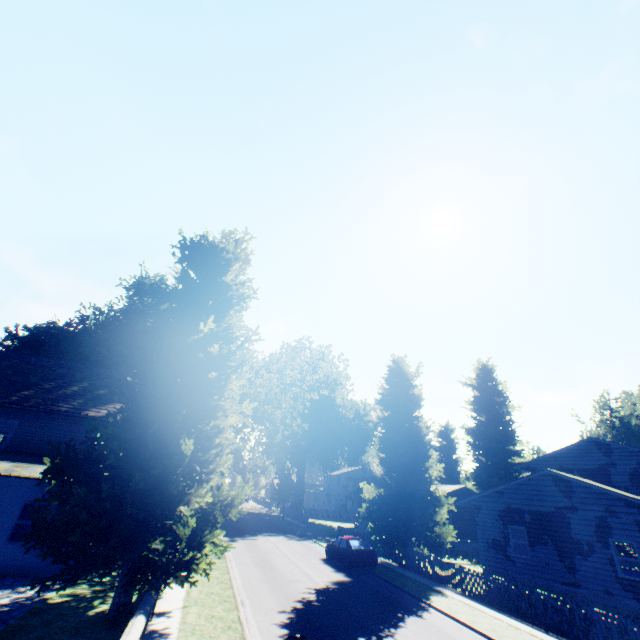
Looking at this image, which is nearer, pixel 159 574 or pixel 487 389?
pixel 159 574

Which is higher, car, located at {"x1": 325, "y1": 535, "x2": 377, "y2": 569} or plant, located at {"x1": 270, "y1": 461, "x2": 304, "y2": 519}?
plant, located at {"x1": 270, "y1": 461, "x2": 304, "y2": 519}

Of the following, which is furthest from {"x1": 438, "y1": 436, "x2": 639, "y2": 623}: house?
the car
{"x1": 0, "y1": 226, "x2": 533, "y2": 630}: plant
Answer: the car

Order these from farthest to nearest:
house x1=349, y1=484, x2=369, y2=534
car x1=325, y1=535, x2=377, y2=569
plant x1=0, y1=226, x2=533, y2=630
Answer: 1. house x1=349, y1=484, x2=369, y2=534
2. car x1=325, y1=535, x2=377, y2=569
3. plant x1=0, y1=226, x2=533, y2=630

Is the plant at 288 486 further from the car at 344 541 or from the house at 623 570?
the car at 344 541

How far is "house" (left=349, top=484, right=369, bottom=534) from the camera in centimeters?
4024cm

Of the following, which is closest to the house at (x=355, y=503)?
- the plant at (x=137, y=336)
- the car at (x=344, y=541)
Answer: the plant at (x=137, y=336)
